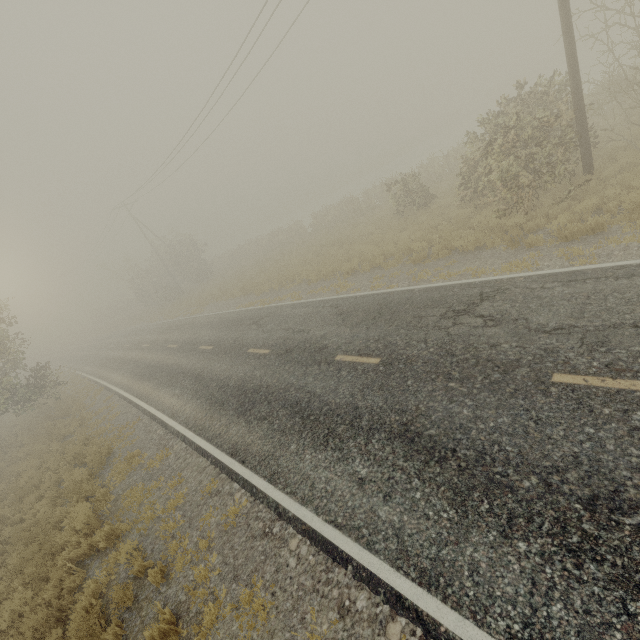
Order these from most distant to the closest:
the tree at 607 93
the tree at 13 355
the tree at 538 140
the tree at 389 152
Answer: the tree at 389 152 → the tree at 13 355 → the tree at 538 140 → the tree at 607 93

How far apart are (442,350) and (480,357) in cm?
86

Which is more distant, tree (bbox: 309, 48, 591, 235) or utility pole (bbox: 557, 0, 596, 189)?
tree (bbox: 309, 48, 591, 235)

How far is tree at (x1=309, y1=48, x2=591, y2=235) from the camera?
10.1m

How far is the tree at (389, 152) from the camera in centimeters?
5425cm

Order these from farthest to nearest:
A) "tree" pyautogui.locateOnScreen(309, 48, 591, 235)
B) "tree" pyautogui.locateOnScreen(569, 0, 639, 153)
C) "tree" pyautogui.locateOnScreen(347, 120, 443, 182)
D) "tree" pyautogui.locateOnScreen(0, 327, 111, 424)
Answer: "tree" pyautogui.locateOnScreen(347, 120, 443, 182) → "tree" pyautogui.locateOnScreen(0, 327, 111, 424) → "tree" pyautogui.locateOnScreen(309, 48, 591, 235) → "tree" pyautogui.locateOnScreen(569, 0, 639, 153)
